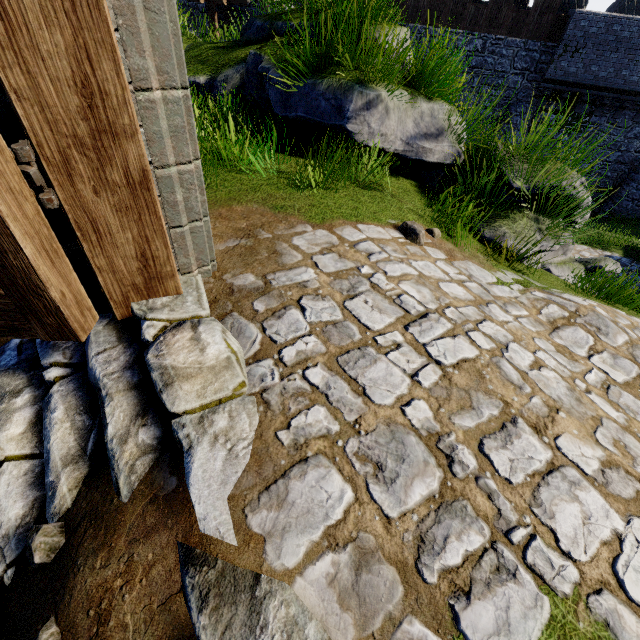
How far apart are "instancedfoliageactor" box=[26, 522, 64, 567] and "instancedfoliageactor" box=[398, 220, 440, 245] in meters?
3.4

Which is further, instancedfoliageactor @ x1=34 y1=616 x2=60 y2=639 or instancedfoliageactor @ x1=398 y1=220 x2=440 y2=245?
instancedfoliageactor @ x1=398 y1=220 x2=440 y2=245

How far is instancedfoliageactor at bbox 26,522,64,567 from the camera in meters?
1.4

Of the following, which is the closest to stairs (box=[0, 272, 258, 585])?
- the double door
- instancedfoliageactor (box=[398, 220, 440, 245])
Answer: the double door

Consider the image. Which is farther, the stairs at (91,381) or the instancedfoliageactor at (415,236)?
the instancedfoliageactor at (415,236)

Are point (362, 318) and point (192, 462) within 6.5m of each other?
yes

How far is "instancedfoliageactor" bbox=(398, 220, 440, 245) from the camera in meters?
3.4

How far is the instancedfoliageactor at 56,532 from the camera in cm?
137
